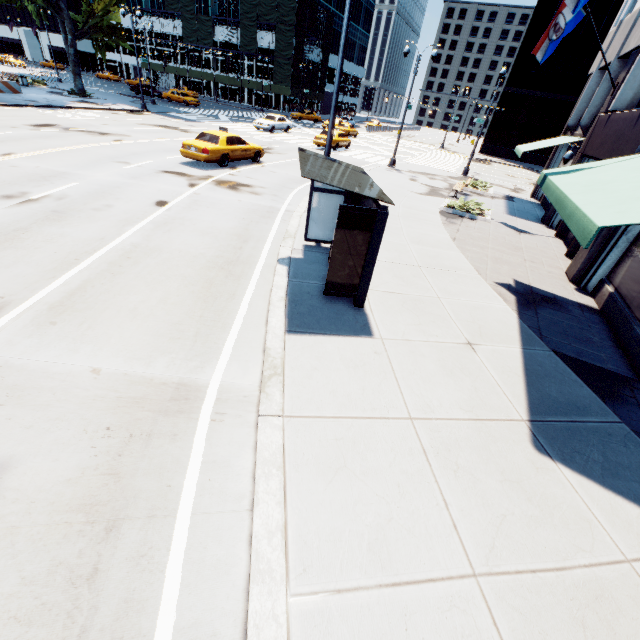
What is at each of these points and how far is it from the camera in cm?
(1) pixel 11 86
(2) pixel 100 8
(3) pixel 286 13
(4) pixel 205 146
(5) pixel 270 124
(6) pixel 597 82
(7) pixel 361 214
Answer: (1) concrete barrier, 2662
(2) tree, 2992
(3) scaffolding, 4859
(4) vehicle, 1554
(5) vehicle, 3166
(6) building, 1744
(7) bus stop, 591

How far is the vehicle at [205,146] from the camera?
15.6m

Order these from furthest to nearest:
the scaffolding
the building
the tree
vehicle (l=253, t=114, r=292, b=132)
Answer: the scaffolding < vehicle (l=253, t=114, r=292, b=132) < the tree < the building

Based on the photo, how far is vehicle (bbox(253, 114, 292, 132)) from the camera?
31.5 meters

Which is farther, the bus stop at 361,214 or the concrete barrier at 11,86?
the concrete barrier at 11,86

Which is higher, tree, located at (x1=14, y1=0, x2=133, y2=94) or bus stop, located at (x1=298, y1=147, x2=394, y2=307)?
tree, located at (x1=14, y1=0, x2=133, y2=94)

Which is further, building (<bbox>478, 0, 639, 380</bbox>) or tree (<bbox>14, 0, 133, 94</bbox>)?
tree (<bbox>14, 0, 133, 94</bbox>)

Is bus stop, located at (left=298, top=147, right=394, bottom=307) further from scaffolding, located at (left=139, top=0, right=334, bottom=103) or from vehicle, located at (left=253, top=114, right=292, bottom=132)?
scaffolding, located at (left=139, top=0, right=334, bottom=103)
